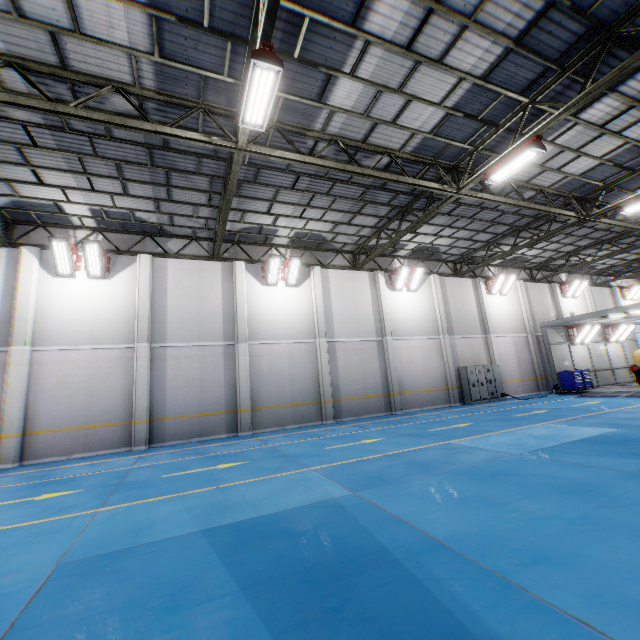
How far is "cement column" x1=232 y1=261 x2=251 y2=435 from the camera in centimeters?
1394cm

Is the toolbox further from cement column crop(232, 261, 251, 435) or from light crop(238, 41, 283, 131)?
light crop(238, 41, 283, 131)

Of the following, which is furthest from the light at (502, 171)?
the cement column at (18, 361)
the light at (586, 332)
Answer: the cement column at (18, 361)

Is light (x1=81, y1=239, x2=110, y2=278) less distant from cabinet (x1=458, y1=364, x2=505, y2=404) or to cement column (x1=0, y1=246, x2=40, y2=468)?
cement column (x1=0, y1=246, x2=40, y2=468)

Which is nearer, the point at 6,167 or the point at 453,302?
the point at 6,167

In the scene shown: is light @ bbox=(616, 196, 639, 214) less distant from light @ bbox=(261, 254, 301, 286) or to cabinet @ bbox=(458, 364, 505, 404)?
cabinet @ bbox=(458, 364, 505, 404)

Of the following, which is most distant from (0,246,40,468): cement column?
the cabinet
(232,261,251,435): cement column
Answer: the cabinet

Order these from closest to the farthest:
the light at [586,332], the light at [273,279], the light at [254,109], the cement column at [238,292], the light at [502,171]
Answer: the light at [254,109]
the light at [502,171]
the cement column at [238,292]
the light at [273,279]
the light at [586,332]
